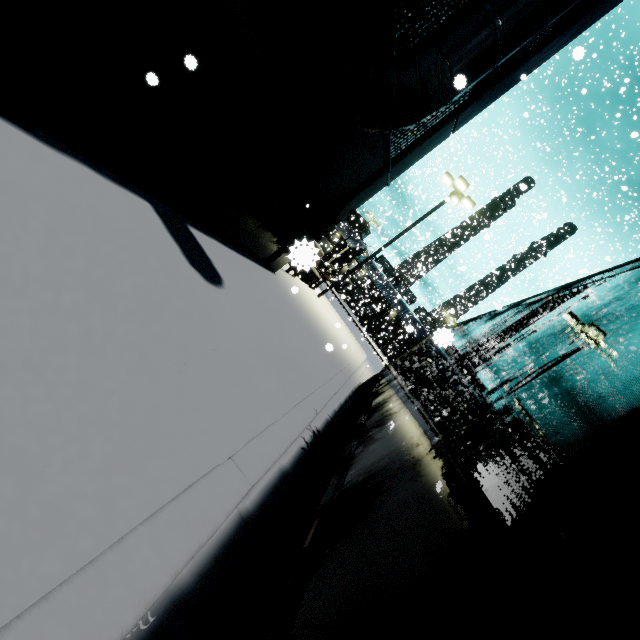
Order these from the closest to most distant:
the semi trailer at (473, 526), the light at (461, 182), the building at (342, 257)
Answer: the semi trailer at (473, 526) → the light at (461, 182) → the building at (342, 257)

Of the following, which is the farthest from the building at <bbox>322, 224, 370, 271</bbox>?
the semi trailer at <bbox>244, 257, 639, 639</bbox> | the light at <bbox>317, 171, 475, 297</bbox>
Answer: the light at <bbox>317, 171, 475, 297</bbox>

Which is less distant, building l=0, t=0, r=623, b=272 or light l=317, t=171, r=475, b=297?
building l=0, t=0, r=623, b=272

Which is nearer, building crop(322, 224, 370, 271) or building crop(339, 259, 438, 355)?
building crop(339, 259, 438, 355)

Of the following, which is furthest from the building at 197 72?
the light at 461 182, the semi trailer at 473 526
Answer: the light at 461 182

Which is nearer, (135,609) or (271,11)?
(135,609)

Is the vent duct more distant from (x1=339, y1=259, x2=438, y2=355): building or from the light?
the light
